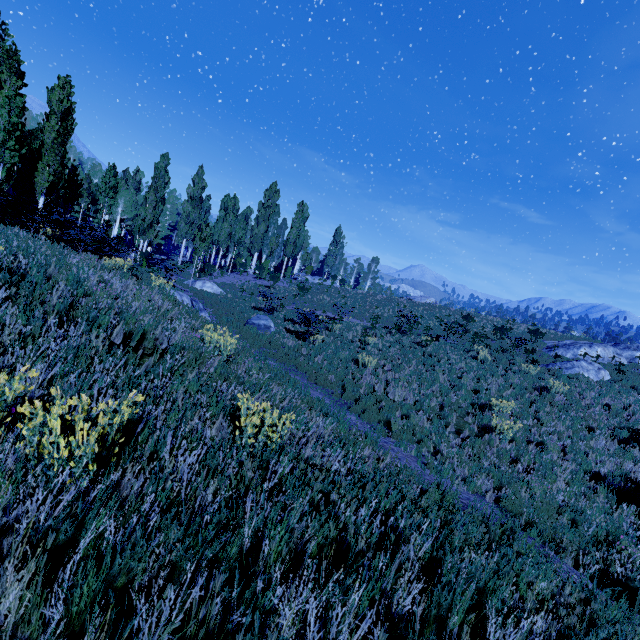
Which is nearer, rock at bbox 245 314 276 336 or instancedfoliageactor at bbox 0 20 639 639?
instancedfoliageactor at bbox 0 20 639 639

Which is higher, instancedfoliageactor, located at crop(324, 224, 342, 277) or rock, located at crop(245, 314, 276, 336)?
instancedfoliageactor, located at crop(324, 224, 342, 277)

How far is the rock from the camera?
16.2 meters

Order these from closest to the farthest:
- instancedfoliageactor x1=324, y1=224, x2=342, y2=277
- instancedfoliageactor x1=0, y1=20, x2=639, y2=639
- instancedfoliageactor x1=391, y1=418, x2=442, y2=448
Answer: instancedfoliageactor x1=0, y1=20, x2=639, y2=639 < instancedfoliageactor x1=391, y1=418, x2=442, y2=448 < instancedfoliageactor x1=324, y1=224, x2=342, y2=277

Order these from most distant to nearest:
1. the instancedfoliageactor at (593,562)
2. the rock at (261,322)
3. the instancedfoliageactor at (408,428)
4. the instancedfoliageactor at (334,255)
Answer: the instancedfoliageactor at (334,255) → the rock at (261,322) → the instancedfoliageactor at (408,428) → the instancedfoliageactor at (593,562)

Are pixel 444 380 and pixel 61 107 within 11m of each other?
no

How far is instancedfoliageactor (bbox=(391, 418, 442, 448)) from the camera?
8.5m

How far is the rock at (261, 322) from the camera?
16.2m
